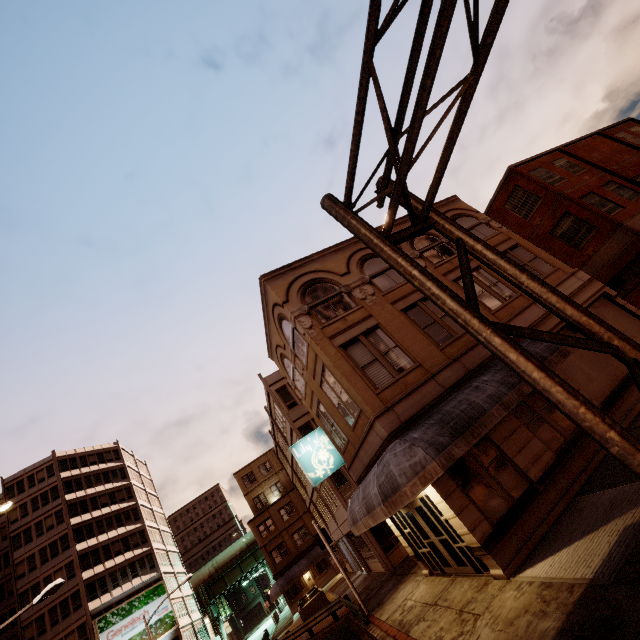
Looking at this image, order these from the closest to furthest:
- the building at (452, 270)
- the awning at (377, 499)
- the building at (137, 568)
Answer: the awning at (377, 499) → the building at (452, 270) → the building at (137, 568)

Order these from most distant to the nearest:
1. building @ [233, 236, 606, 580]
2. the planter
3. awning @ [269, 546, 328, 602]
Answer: awning @ [269, 546, 328, 602]
the planter
building @ [233, 236, 606, 580]

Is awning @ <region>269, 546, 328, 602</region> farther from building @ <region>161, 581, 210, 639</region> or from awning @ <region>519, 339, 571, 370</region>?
awning @ <region>519, 339, 571, 370</region>

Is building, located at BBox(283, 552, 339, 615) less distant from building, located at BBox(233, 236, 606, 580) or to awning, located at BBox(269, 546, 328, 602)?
awning, located at BBox(269, 546, 328, 602)

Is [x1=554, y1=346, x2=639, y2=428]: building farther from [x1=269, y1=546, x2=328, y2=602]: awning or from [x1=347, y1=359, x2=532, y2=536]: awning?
[x1=269, y1=546, x2=328, y2=602]: awning

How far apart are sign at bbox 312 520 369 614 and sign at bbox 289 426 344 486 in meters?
3.5 m

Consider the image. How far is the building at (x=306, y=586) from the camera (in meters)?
39.59

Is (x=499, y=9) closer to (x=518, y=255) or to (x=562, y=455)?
(x=562, y=455)
